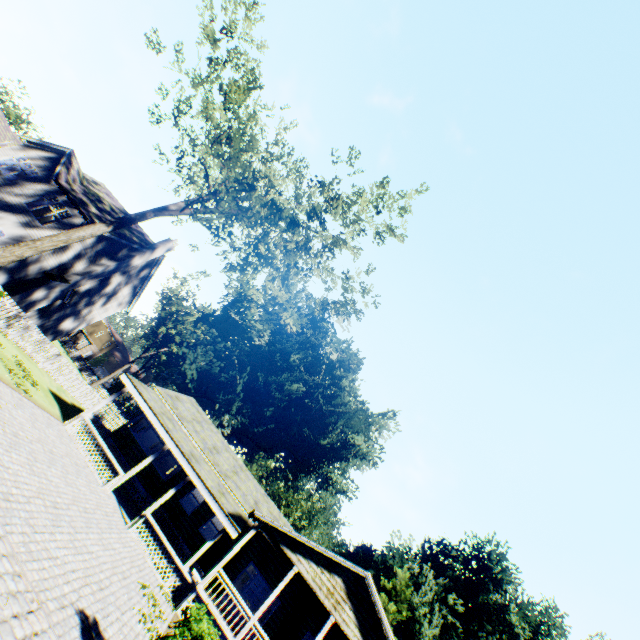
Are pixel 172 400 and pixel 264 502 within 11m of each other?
yes

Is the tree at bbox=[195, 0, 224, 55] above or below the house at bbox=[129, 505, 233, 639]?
above

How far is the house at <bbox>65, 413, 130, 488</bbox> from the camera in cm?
1540

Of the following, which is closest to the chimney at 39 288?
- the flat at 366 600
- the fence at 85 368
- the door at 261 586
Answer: the fence at 85 368

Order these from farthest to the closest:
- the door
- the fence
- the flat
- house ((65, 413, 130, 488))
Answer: the fence, the door, house ((65, 413, 130, 488)), the flat

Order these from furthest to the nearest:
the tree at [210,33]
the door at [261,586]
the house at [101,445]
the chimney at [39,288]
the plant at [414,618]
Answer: the plant at [414,618], the chimney at [39,288], the door at [261,586], the tree at [210,33], the house at [101,445]

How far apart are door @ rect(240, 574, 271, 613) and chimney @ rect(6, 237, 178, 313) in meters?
22.9 m

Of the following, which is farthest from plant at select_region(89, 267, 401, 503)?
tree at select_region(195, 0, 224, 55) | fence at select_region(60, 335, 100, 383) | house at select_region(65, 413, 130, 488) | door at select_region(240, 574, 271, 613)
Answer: door at select_region(240, 574, 271, 613)
